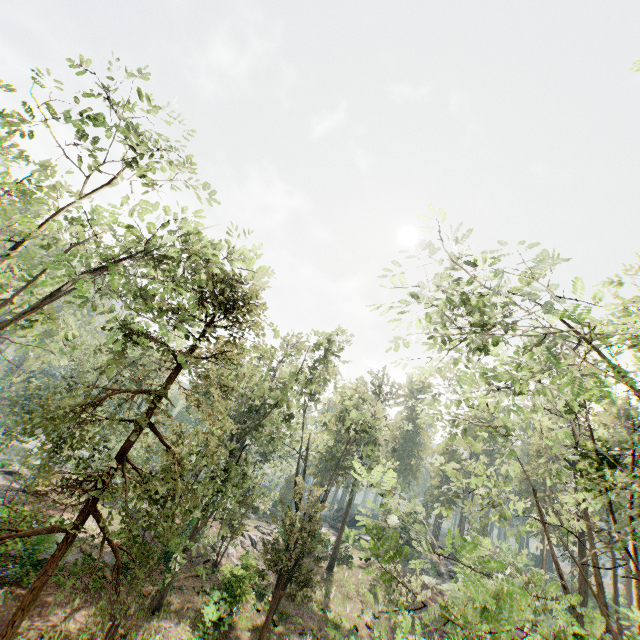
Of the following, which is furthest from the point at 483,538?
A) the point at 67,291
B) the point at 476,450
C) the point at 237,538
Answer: the point at 237,538

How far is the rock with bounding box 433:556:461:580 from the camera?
42.00m

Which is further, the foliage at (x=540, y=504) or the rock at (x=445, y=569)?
the rock at (x=445, y=569)

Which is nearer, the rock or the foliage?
the foliage

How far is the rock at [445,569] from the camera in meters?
42.0 m
